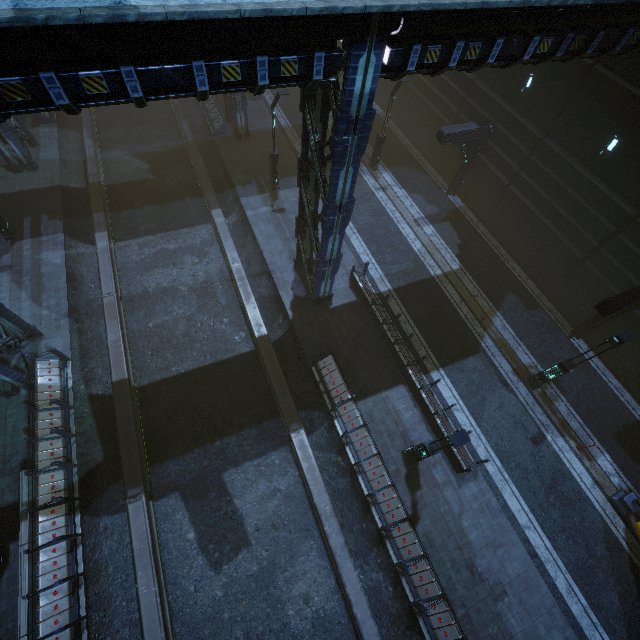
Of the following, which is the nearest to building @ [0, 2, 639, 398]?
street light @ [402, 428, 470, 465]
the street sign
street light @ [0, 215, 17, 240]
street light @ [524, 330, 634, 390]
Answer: street light @ [402, 428, 470, 465]

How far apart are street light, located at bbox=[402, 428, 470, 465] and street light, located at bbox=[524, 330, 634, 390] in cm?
667

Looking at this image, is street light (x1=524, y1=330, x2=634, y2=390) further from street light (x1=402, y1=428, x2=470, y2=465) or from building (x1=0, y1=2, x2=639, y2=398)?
street light (x1=402, y1=428, x2=470, y2=465)

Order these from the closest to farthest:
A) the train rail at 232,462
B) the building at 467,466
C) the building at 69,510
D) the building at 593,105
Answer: the building at 593,105
the building at 69,510
the train rail at 232,462
the building at 467,466

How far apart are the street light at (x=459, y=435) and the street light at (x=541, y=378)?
6.7 meters

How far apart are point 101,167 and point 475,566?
30.6 meters

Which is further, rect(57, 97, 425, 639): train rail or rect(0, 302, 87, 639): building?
rect(57, 97, 425, 639): train rail

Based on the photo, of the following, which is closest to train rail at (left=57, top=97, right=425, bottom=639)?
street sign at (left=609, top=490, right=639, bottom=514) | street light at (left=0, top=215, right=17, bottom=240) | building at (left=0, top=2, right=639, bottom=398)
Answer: building at (left=0, top=2, right=639, bottom=398)
